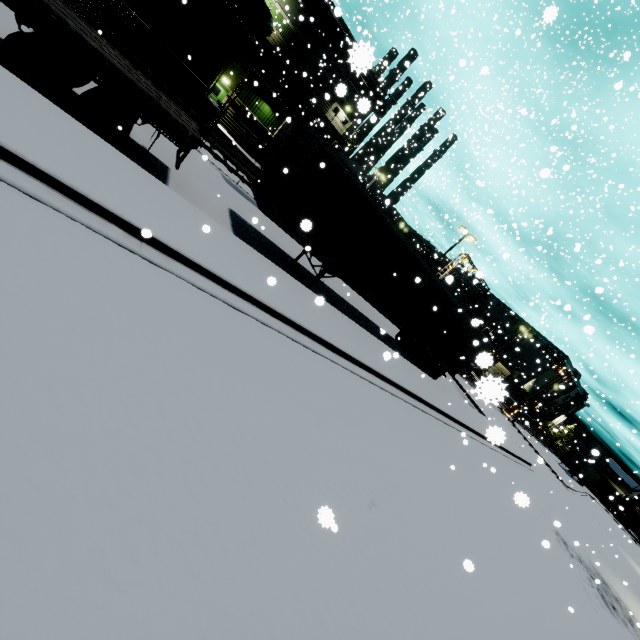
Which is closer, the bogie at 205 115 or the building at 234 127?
the bogie at 205 115

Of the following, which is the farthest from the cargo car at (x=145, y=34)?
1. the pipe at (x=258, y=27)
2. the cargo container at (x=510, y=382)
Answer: the cargo container at (x=510, y=382)

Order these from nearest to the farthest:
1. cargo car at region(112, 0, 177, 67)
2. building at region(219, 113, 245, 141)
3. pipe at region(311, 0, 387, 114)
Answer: pipe at region(311, 0, 387, 114) → cargo car at region(112, 0, 177, 67) → building at region(219, 113, 245, 141)

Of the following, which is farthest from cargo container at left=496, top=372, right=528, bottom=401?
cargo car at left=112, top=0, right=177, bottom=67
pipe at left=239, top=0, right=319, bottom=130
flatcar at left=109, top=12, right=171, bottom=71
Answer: flatcar at left=109, top=12, right=171, bottom=71

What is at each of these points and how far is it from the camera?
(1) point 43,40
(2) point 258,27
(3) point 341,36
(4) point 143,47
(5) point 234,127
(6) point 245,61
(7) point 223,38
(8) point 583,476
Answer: (1) semi trailer, 6.3m
(2) pipe, 18.3m
(3) pipe, 31.6m
(4) flatcar, 14.3m
(5) building, 28.3m
(6) building, 25.7m
(7) cargo car, 14.8m
(8) semi trailer, 54.1m

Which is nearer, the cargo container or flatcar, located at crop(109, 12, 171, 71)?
flatcar, located at crop(109, 12, 171, 71)

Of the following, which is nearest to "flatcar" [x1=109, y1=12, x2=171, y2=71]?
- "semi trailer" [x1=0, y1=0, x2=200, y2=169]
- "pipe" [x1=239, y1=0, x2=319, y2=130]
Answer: "pipe" [x1=239, y1=0, x2=319, y2=130]
